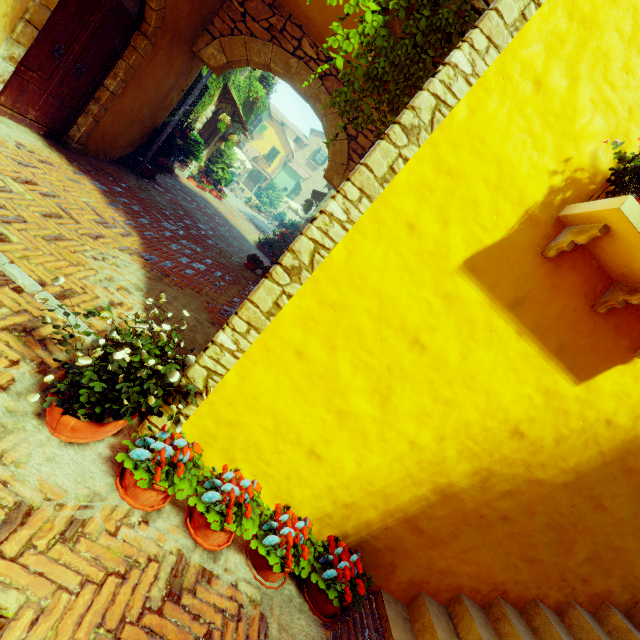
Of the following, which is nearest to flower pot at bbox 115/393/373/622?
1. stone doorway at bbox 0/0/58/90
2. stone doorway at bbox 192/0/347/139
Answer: stone doorway at bbox 0/0/58/90

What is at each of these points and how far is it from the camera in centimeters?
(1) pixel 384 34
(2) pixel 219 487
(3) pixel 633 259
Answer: (1) vines, 299cm
(2) flower pot, 230cm
(3) window sill, 219cm

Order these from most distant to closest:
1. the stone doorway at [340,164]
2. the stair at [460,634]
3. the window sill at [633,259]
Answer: the stone doorway at [340,164] < the stair at [460,634] < the window sill at [633,259]

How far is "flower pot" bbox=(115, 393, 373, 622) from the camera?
2.1 meters

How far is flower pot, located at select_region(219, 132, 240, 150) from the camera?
12.7m

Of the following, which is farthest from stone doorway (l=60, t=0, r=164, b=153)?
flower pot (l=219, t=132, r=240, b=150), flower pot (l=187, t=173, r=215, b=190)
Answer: flower pot (l=187, t=173, r=215, b=190)

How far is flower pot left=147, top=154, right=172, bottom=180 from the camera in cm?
795

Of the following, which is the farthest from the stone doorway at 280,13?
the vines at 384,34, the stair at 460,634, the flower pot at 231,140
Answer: the stair at 460,634
